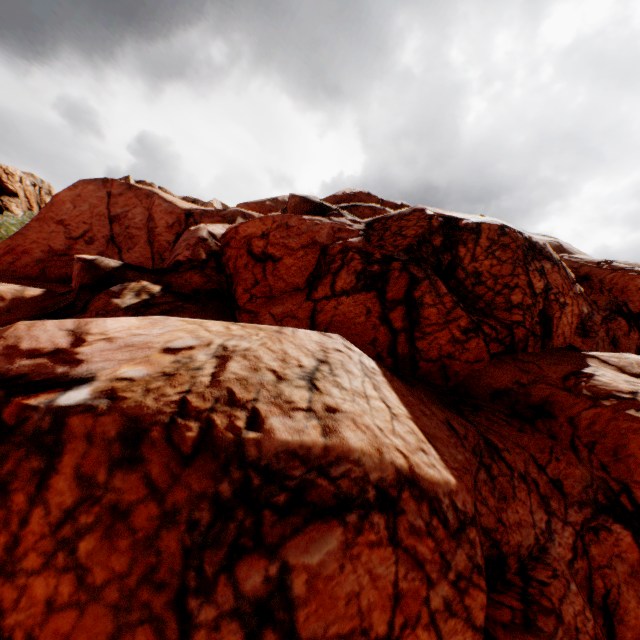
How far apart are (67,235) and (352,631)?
31.8m
